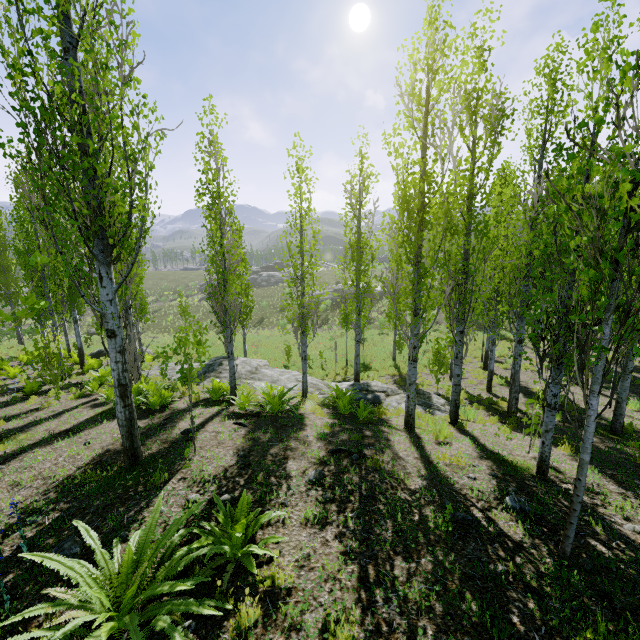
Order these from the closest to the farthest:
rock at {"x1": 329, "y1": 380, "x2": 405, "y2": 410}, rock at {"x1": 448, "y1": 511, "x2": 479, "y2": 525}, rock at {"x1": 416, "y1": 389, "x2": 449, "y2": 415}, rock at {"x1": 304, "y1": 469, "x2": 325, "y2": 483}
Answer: rock at {"x1": 448, "y1": 511, "x2": 479, "y2": 525} < rock at {"x1": 304, "y1": 469, "x2": 325, "y2": 483} < rock at {"x1": 416, "y1": 389, "x2": 449, "y2": 415} < rock at {"x1": 329, "y1": 380, "x2": 405, "y2": 410}

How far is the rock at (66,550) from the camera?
3.6 meters

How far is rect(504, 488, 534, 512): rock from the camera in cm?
468

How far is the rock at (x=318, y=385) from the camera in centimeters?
1257cm

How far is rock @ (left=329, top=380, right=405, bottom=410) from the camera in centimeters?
1166cm

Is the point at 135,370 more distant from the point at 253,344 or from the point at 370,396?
the point at 253,344

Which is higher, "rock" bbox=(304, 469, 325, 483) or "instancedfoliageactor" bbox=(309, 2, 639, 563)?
"instancedfoliageactor" bbox=(309, 2, 639, 563)
